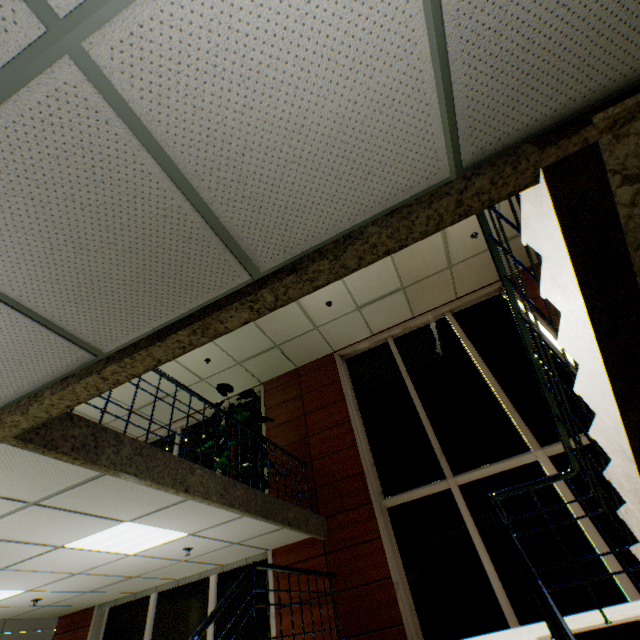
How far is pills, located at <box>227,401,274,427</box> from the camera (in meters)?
5.90

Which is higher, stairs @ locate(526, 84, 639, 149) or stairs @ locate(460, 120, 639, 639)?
stairs @ locate(526, 84, 639, 149)

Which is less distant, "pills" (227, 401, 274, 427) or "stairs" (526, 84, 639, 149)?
"stairs" (526, 84, 639, 149)

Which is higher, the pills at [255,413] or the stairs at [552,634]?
the pills at [255,413]

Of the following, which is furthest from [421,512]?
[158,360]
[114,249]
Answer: [114,249]

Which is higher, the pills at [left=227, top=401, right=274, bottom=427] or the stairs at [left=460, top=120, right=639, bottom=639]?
the pills at [left=227, top=401, right=274, bottom=427]

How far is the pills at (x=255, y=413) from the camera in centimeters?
590cm
